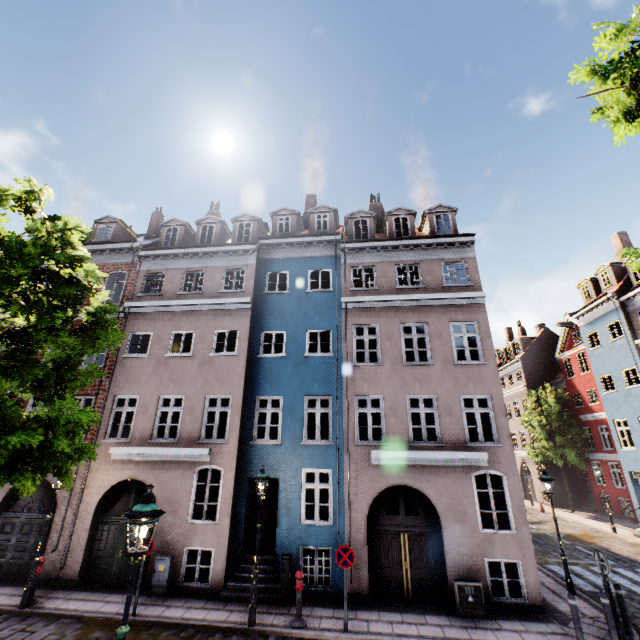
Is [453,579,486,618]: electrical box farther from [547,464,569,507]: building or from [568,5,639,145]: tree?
[568,5,639,145]: tree

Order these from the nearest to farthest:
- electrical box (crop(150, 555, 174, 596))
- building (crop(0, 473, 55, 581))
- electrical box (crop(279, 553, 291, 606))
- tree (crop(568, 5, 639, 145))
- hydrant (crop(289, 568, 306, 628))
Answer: tree (crop(568, 5, 639, 145)) < hydrant (crop(289, 568, 306, 628)) < electrical box (crop(279, 553, 291, 606)) < electrical box (crop(150, 555, 174, 596)) < building (crop(0, 473, 55, 581))

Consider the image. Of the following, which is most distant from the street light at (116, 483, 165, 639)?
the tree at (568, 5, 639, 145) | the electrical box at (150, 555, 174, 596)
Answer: the electrical box at (150, 555, 174, 596)

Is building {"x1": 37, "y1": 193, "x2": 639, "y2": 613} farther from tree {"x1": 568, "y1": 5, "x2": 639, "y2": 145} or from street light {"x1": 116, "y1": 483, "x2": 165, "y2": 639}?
tree {"x1": 568, "y1": 5, "x2": 639, "y2": 145}

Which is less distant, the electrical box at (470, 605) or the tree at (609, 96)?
the tree at (609, 96)

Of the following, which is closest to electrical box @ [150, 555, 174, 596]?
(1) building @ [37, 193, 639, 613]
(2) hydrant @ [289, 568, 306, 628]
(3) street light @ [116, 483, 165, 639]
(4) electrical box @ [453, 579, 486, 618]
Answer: (1) building @ [37, 193, 639, 613]

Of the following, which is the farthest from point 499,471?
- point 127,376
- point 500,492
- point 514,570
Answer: point 127,376
